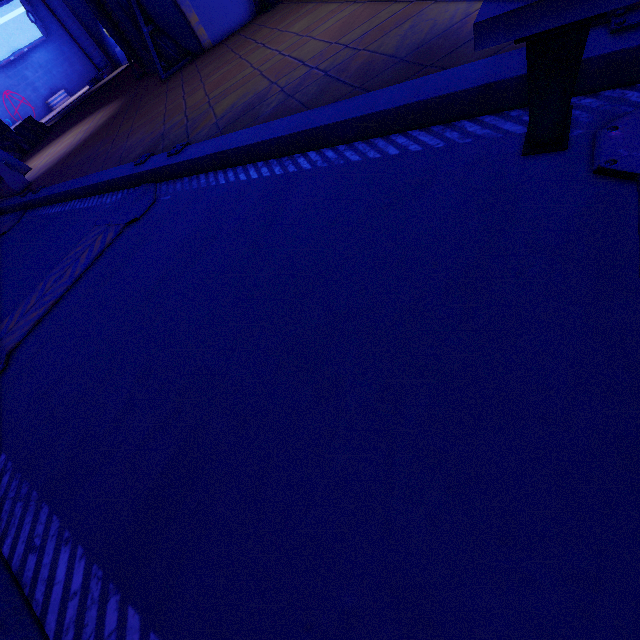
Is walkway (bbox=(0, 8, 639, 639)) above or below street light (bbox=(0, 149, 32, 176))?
below

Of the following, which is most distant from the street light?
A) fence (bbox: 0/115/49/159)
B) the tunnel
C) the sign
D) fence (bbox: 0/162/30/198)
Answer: the sign

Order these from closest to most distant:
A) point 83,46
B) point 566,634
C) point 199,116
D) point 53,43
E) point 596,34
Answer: point 566,634 < point 596,34 < point 199,116 < point 83,46 < point 53,43

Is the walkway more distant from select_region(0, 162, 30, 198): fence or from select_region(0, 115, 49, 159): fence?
select_region(0, 115, 49, 159): fence

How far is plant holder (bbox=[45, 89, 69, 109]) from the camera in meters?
31.8

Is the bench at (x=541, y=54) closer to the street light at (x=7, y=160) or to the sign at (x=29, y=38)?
the street light at (x=7, y=160)

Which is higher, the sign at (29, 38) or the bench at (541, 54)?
the sign at (29, 38)

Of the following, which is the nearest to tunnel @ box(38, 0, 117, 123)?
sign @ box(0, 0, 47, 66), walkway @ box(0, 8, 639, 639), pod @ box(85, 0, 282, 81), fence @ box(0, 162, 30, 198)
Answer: sign @ box(0, 0, 47, 66)
